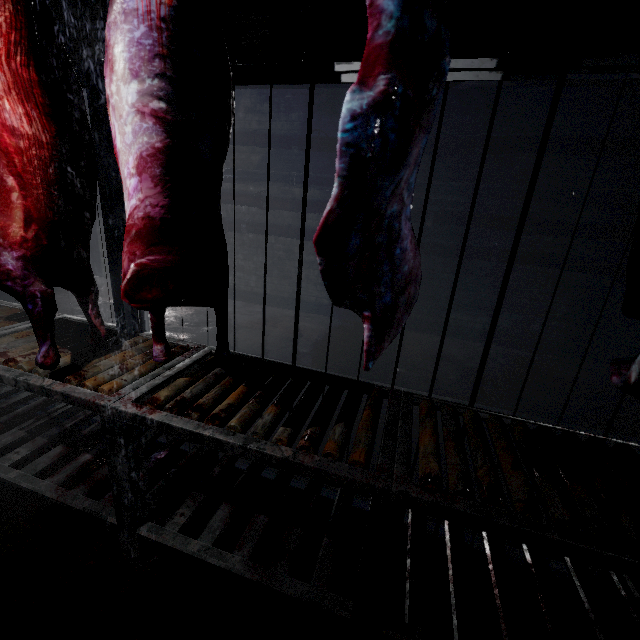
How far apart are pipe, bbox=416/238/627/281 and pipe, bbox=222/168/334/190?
0.1 meters

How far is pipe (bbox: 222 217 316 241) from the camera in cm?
441

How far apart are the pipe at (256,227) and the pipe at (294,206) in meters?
0.1

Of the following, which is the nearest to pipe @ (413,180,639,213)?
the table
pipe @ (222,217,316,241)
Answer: pipe @ (222,217,316,241)

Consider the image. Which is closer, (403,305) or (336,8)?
(403,305)

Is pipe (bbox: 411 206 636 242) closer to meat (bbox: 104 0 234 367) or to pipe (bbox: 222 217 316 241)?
pipe (bbox: 222 217 316 241)

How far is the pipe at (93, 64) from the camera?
4.53m

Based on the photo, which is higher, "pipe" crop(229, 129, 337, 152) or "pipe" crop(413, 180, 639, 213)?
"pipe" crop(229, 129, 337, 152)
